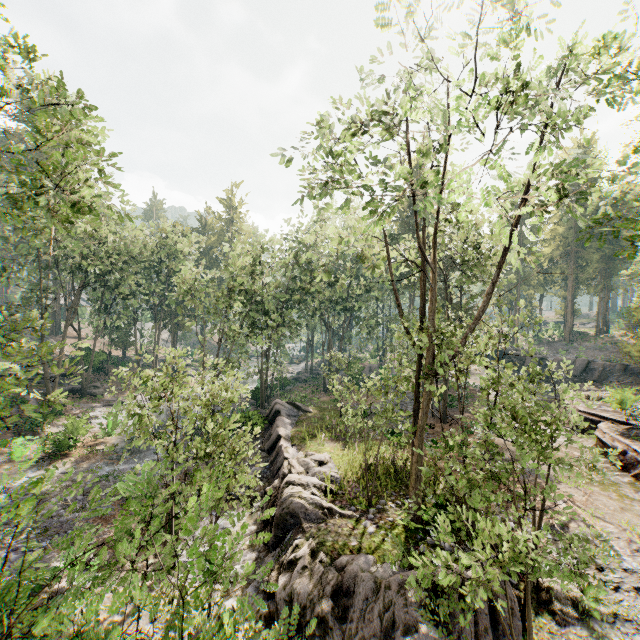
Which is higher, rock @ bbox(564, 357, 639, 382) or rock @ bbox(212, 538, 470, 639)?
rock @ bbox(564, 357, 639, 382)

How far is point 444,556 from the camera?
5.1m

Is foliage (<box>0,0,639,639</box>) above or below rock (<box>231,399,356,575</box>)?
above

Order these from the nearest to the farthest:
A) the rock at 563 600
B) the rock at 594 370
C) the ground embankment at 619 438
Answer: the rock at 563 600, the ground embankment at 619 438, the rock at 594 370

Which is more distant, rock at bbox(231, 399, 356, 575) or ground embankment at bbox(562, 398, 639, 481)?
ground embankment at bbox(562, 398, 639, 481)

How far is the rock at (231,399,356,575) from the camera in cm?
1302

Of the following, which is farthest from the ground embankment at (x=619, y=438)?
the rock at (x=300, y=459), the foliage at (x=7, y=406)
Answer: the rock at (x=300, y=459)
